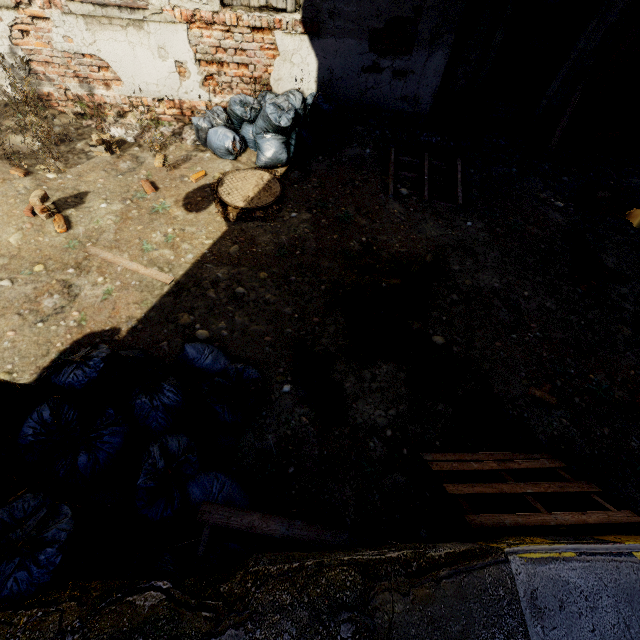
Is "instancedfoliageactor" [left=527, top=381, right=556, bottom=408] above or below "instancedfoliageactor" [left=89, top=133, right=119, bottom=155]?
below

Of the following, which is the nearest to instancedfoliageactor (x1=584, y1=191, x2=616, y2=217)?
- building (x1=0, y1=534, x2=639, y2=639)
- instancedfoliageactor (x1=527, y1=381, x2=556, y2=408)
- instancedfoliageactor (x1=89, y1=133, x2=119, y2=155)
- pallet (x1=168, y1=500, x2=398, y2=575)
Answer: instancedfoliageactor (x1=527, y1=381, x2=556, y2=408)

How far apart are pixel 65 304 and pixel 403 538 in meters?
3.9 m

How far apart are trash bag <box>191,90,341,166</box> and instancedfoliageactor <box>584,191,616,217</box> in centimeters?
391cm

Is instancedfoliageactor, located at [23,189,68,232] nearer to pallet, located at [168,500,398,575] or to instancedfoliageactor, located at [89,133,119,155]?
Answer: instancedfoliageactor, located at [89,133,119,155]

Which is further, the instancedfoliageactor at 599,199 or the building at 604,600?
the instancedfoliageactor at 599,199

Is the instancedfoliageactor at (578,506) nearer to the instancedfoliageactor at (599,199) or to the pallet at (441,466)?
the pallet at (441,466)

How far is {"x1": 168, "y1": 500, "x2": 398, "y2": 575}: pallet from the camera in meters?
1.9 m
